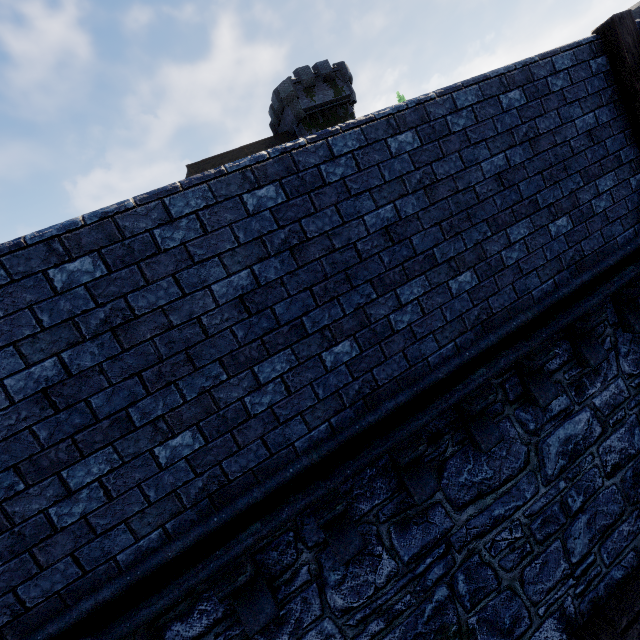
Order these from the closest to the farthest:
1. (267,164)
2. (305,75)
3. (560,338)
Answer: (267,164), (560,338), (305,75)

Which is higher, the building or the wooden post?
the building

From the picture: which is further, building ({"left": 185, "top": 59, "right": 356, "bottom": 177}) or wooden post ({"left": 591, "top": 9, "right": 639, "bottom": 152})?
building ({"left": 185, "top": 59, "right": 356, "bottom": 177})

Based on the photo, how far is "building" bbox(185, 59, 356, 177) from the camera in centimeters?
3131cm

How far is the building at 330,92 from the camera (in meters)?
31.31

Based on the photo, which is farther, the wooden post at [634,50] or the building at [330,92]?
the building at [330,92]
